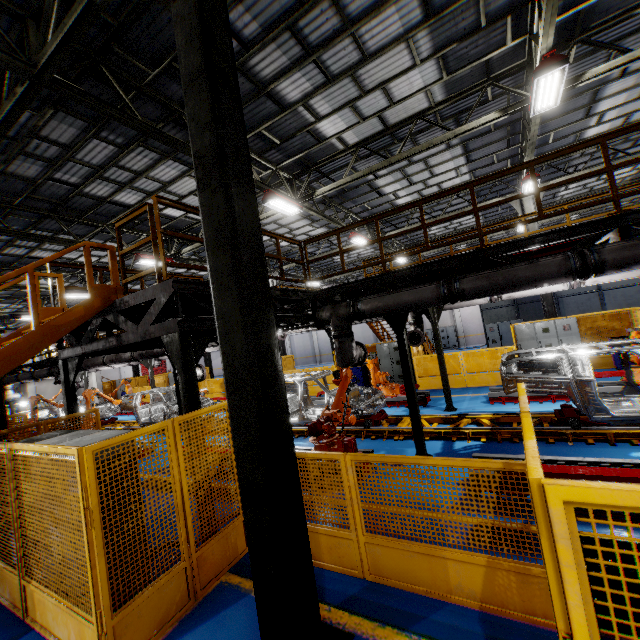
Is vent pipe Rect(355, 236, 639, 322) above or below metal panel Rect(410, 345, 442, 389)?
above

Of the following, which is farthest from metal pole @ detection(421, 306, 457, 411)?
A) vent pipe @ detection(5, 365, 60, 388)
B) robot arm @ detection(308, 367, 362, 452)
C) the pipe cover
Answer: vent pipe @ detection(5, 365, 60, 388)

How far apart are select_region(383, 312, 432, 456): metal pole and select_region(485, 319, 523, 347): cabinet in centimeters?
1481cm

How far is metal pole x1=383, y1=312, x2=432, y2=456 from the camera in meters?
7.0

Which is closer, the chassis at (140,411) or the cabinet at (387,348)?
the chassis at (140,411)

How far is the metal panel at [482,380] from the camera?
12.8 meters

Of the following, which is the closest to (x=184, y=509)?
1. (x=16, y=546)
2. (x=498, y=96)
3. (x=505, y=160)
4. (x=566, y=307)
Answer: (x=16, y=546)

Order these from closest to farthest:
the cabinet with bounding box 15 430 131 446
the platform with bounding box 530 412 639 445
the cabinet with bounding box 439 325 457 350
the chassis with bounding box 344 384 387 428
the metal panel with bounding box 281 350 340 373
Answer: the cabinet with bounding box 15 430 131 446 → the platform with bounding box 530 412 639 445 → the chassis with bounding box 344 384 387 428 → the metal panel with bounding box 281 350 340 373 → the cabinet with bounding box 439 325 457 350
